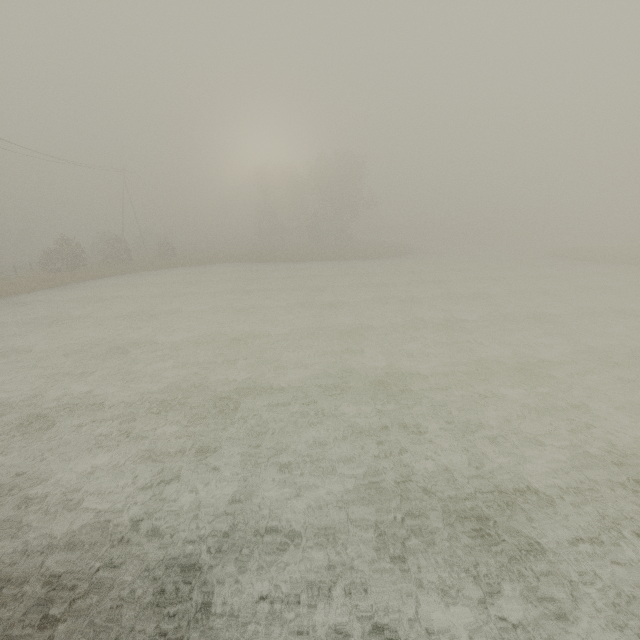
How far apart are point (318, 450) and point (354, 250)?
41.3m

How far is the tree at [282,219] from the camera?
57.88m

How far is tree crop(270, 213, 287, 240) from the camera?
57.9 meters
